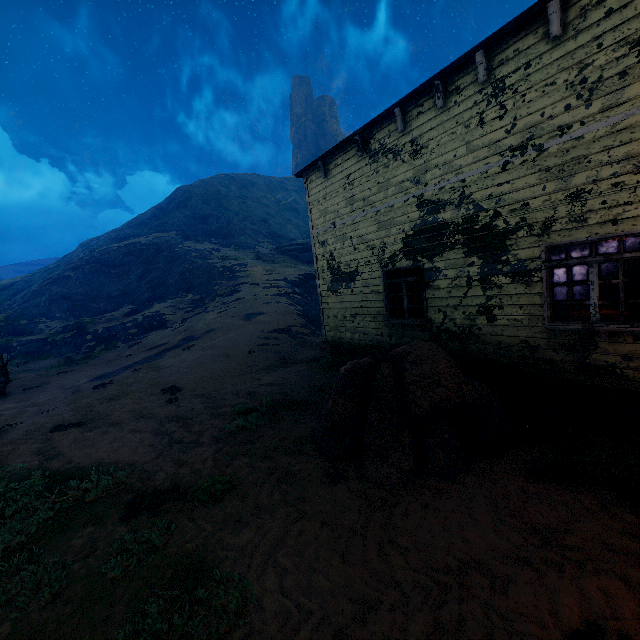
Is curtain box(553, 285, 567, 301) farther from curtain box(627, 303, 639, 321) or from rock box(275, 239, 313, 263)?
rock box(275, 239, 313, 263)

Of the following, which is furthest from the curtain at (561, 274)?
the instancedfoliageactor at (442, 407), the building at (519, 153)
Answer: the instancedfoliageactor at (442, 407)

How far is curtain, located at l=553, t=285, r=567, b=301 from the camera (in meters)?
5.74

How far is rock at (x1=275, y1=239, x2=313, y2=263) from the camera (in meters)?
35.78

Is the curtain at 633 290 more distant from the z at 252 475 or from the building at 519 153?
the z at 252 475

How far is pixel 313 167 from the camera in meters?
10.9

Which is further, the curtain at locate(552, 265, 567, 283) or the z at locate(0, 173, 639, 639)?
the curtain at locate(552, 265, 567, 283)

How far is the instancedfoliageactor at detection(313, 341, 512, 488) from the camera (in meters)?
5.09
